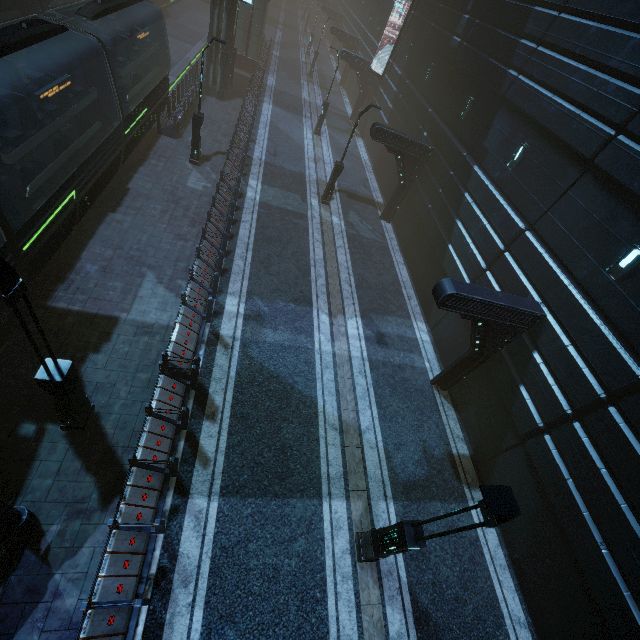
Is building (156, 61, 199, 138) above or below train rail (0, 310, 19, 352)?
above

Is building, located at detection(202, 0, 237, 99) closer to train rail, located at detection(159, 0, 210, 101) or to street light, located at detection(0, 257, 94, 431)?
train rail, located at detection(159, 0, 210, 101)

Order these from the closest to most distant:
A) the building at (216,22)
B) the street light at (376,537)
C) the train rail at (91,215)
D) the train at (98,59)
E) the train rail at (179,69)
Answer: the street light at (376,537), the train at (98,59), the train rail at (91,215), the building at (216,22), the train rail at (179,69)

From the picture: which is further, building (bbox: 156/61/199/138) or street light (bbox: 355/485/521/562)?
building (bbox: 156/61/199/138)

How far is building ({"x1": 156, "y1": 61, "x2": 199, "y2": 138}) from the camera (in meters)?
17.94

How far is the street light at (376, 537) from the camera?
4.3m

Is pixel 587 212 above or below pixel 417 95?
above

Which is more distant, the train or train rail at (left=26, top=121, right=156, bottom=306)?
train rail at (left=26, top=121, right=156, bottom=306)
